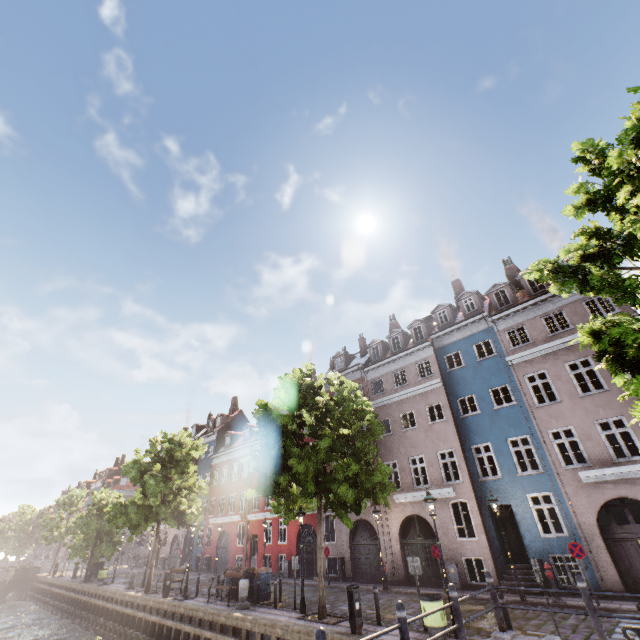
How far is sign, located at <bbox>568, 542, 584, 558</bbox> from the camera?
12.56m

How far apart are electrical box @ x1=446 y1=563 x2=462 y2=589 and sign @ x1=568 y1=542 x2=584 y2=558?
5.9 meters

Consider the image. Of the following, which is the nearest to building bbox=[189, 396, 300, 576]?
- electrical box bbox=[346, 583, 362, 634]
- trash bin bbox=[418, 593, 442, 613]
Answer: trash bin bbox=[418, 593, 442, 613]

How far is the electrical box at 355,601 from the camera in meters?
10.5

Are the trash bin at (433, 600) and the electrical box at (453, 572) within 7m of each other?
no

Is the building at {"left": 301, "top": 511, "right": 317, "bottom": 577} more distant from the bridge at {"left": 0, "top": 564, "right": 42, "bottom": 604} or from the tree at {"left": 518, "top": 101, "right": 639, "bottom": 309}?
the bridge at {"left": 0, "top": 564, "right": 42, "bottom": 604}

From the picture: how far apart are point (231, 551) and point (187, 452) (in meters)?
12.80

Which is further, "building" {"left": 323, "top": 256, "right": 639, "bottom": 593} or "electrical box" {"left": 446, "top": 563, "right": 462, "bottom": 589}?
"electrical box" {"left": 446, "top": 563, "right": 462, "bottom": 589}
